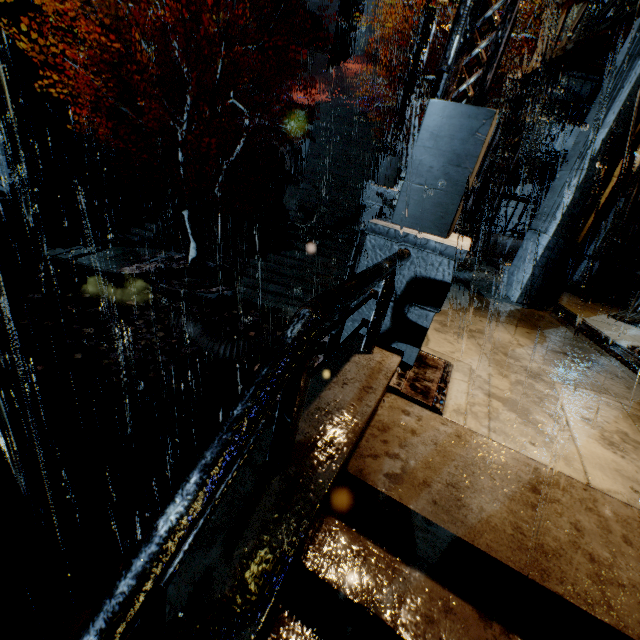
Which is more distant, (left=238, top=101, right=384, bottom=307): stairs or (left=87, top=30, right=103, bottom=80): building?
(left=87, top=30, right=103, bottom=80): building

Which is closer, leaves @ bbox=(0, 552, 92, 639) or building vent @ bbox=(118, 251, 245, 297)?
leaves @ bbox=(0, 552, 92, 639)

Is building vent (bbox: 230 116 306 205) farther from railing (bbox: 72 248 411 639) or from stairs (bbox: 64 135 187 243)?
railing (bbox: 72 248 411 639)

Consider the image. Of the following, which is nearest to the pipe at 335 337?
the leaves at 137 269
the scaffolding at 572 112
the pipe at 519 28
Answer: the leaves at 137 269

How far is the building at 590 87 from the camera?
20.23m

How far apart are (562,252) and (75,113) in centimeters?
2404cm

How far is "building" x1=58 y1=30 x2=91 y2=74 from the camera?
15.9 meters

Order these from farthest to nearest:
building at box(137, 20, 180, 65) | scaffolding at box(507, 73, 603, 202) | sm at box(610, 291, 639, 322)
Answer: building at box(137, 20, 180, 65), scaffolding at box(507, 73, 603, 202), sm at box(610, 291, 639, 322)
